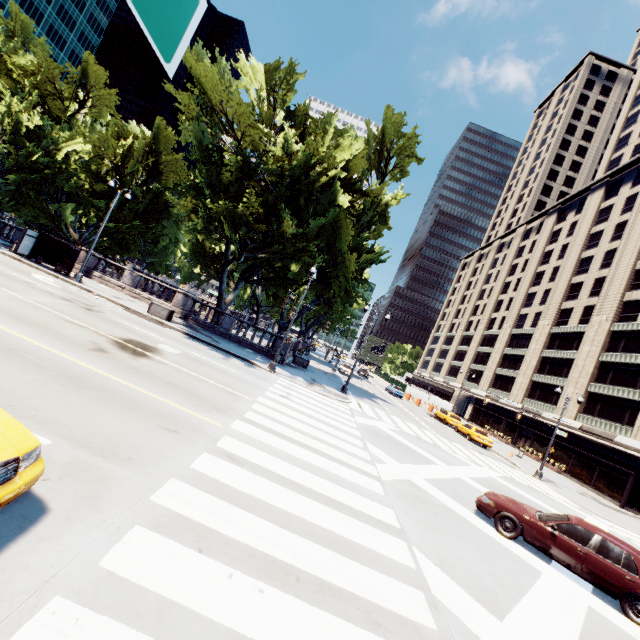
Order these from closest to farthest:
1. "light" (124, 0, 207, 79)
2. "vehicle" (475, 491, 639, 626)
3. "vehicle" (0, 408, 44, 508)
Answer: "light" (124, 0, 207, 79) < "vehicle" (0, 408, 44, 508) < "vehicle" (475, 491, 639, 626)

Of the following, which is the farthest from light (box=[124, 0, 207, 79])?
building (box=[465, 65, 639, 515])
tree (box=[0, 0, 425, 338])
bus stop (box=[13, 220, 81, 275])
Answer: building (box=[465, 65, 639, 515])

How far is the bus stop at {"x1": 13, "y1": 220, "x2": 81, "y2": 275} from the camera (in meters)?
22.09

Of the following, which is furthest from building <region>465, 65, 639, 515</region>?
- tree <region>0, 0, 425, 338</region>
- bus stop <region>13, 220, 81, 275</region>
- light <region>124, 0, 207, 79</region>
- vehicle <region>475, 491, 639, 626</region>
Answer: bus stop <region>13, 220, 81, 275</region>

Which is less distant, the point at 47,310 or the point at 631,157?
the point at 47,310

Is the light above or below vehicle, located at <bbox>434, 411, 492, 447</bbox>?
above

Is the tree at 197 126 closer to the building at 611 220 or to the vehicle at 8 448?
the building at 611 220

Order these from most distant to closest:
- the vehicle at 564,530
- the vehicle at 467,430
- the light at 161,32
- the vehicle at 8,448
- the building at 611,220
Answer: the building at 611,220, the vehicle at 467,430, the vehicle at 564,530, the vehicle at 8,448, the light at 161,32
